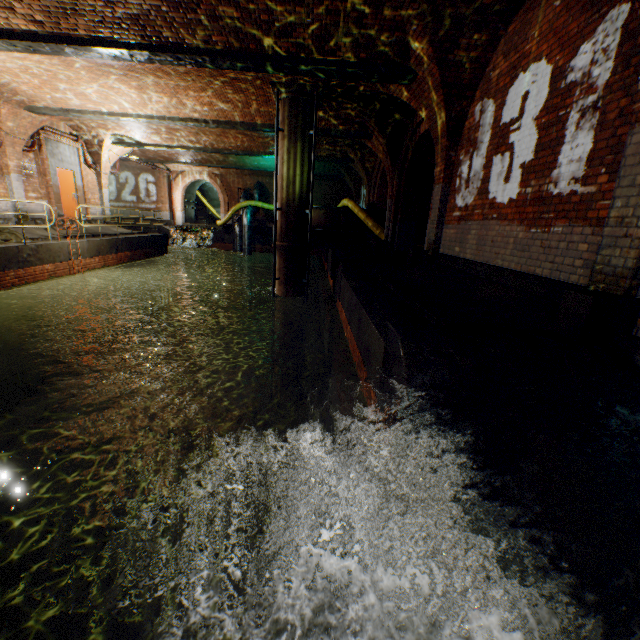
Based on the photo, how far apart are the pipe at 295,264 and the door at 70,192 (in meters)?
10.90

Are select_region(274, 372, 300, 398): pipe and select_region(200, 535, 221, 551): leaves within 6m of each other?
no

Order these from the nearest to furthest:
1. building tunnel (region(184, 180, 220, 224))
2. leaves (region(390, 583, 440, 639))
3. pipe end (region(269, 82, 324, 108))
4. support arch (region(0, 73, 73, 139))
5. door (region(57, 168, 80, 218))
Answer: leaves (region(390, 583, 440, 639)) < pipe end (region(269, 82, 324, 108)) < support arch (region(0, 73, 73, 139)) < door (region(57, 168, 80, 218)) < building tunnel (region(184, 180, 220, 224))

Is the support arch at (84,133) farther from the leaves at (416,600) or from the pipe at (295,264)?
the leaves at (416,600)

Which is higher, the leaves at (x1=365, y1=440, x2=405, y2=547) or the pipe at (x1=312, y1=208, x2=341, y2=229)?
the pipe at (x1=312, y1=208, x2=341, y2=229)

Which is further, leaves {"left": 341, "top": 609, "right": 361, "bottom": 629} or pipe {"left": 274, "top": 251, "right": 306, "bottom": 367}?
pipe {"left": 274, "top": 251, "right": 306, "bottom": 367}

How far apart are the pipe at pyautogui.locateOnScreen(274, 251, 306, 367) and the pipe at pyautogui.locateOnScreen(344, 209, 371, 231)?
5.69m

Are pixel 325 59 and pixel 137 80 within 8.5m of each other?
yes
